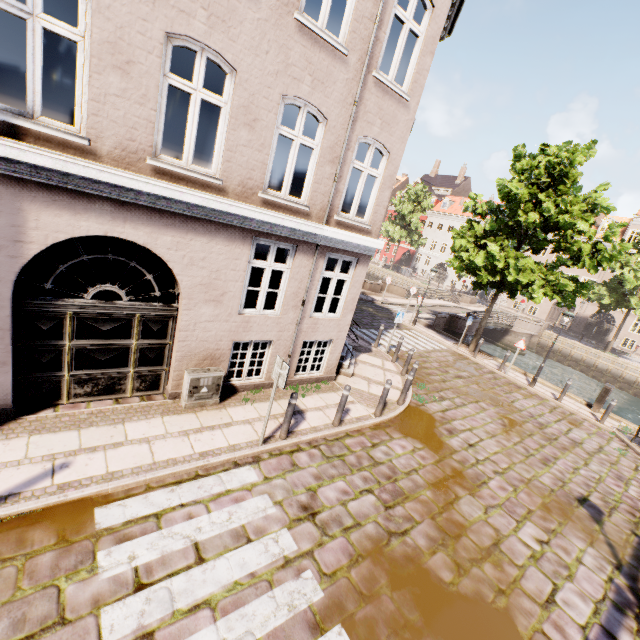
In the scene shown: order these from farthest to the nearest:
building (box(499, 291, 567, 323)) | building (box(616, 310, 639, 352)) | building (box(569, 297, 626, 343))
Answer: building (box(499, 291, 567, 323)) < building (box(569, 297, 626, 343)) < building (box(616, 310, 639, 352))

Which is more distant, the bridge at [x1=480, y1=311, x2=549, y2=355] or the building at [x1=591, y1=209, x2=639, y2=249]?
the building at [x1=591, y1=209, x2=639, y2=249]

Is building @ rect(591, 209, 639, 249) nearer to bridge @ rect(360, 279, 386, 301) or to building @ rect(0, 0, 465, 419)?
bridge @ rect(360, 279, 386, 301)

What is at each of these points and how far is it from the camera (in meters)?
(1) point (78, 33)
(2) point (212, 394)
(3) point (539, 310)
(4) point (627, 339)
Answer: (1) building, 4.27
(2) electrical box, 7.17
(3) building, 41.78
(4) building, 39.88

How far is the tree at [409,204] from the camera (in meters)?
45.19

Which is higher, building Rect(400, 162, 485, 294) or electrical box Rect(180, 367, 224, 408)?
building Rect(400, 162, 485, 294)

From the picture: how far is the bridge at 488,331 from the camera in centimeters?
2855cm

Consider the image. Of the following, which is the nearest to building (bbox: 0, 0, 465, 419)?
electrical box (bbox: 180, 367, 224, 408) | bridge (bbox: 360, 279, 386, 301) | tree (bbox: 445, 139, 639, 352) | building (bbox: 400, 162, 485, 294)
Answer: electrical box (bbox: 180, 367, 224, 408)
